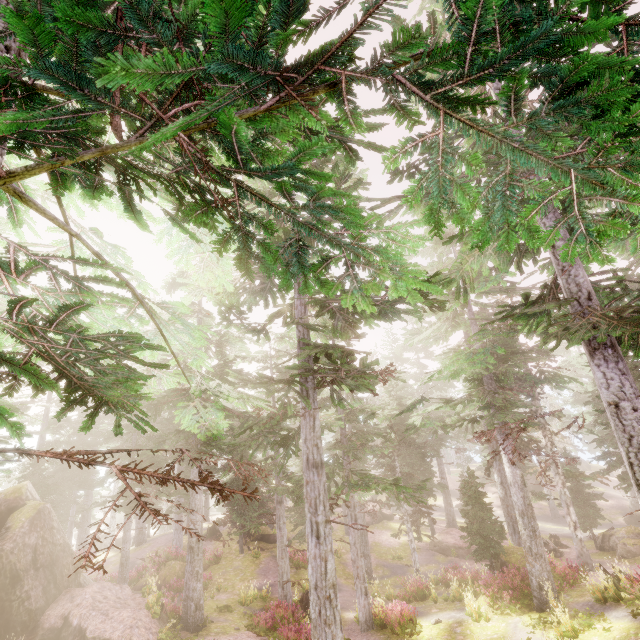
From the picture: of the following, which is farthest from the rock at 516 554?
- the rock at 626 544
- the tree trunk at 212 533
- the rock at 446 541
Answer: the tree trunk at 212 533

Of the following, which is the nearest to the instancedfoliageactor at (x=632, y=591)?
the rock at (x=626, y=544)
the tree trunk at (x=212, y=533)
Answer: the rock at (x=626, y=544)

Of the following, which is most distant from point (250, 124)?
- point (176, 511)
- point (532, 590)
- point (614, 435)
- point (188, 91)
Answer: point (176, 511)

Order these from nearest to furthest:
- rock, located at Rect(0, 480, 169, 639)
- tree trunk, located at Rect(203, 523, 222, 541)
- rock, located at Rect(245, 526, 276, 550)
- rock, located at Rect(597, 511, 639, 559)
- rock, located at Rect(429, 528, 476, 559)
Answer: rock, located at Rect(0, 480, 169, 639), rock, located at Rect(597, 511, 639, 559), rock, located at Rect(429, 528, 476, 559), rock, located at Rect(245, 526, 276, 550), tree trunk, located at Rect(203, 523, 222, 541)

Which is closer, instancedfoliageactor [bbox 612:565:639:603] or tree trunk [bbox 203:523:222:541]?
instancedfoliageactor [bbox 612:565:639:603]

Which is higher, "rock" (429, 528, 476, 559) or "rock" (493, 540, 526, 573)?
"rock" (493, 540, 526, 573)

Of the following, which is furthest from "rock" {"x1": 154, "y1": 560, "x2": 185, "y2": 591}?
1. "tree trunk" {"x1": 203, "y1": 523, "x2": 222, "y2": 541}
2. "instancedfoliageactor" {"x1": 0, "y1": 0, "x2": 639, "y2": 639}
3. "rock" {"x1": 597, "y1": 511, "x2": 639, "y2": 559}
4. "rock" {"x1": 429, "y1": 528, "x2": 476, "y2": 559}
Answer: "rock" {"x1": 429, "y1": 528, "x2": 476, "y2": 559}

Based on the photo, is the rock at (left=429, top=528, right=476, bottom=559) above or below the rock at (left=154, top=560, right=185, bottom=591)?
below
